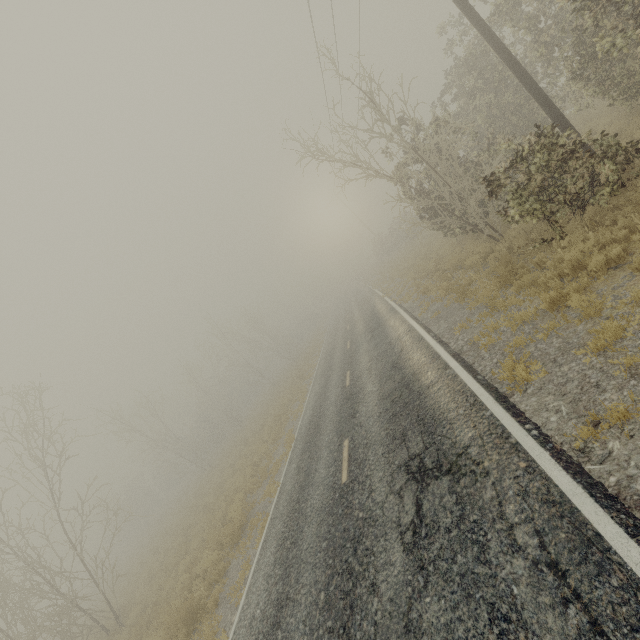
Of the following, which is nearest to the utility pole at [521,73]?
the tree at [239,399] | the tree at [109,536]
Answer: the tree at [109,536]

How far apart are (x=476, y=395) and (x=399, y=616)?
3.6 meters

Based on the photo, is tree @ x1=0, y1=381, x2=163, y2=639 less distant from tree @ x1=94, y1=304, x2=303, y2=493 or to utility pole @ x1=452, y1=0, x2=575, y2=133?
tree @ x1=94, y1=304, x2=303, y2=493

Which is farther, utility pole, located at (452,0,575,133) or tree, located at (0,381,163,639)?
tree, located at (0,381,163,639)

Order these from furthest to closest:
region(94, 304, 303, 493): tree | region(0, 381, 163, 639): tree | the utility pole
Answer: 1. region(94, 304, 303, 493): tree
2. region(0, 381, 163, 639): tree
3. the utility pole

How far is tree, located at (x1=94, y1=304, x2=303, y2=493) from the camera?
31.05m

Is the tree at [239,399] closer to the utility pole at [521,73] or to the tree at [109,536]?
the tree at [109,536]

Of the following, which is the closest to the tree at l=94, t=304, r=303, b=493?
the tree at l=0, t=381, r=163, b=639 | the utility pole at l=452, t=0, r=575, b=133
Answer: the tree at l=0, t=381, r=163, b=639
